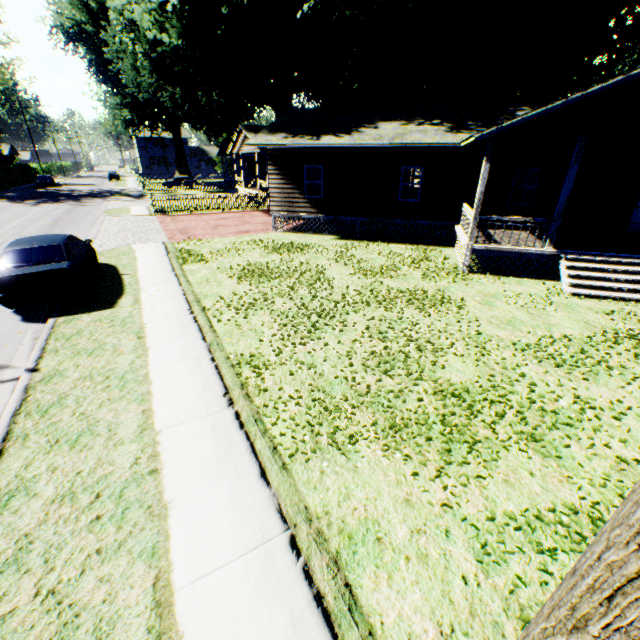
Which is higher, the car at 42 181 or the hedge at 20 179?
the hedge at 20 179

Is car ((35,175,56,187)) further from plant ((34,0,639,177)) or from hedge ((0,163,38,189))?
plant ((34,0,639,177))

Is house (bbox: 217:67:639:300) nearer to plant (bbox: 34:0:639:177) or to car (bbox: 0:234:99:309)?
plant (bbox: 34:0:639:177)

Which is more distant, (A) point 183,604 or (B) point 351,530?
(B) point 351,530

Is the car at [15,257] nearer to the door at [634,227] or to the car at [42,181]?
the door at [634,227]

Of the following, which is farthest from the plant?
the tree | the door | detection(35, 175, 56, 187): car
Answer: detection(35, 175, 56, 187): car

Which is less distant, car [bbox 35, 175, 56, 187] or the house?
the house

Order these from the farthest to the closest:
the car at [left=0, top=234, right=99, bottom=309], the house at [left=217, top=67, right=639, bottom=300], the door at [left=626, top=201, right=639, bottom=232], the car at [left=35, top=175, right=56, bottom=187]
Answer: the car at [left=35, top=175, right=56, bottom=187], the door at [left=626, top=201, right=639, bottom=232], the house at [left=217, top=67, right=639, bottom=300], the car at [left=0, top=234, right=99, bottom=309]
